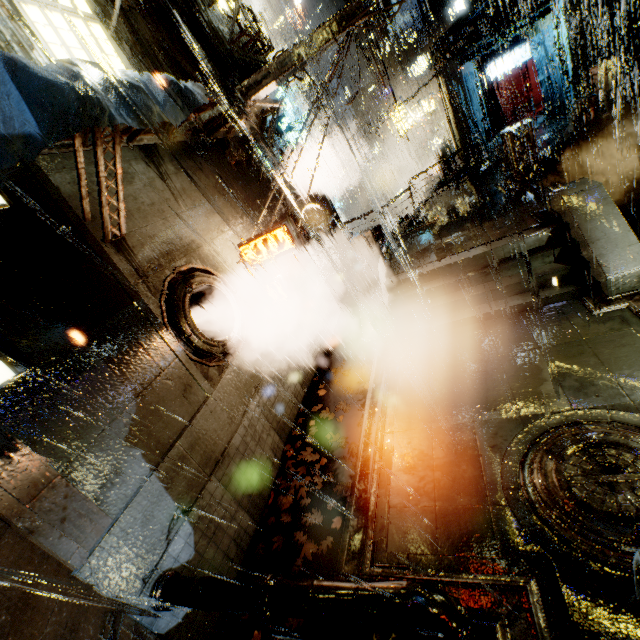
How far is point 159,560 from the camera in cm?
546

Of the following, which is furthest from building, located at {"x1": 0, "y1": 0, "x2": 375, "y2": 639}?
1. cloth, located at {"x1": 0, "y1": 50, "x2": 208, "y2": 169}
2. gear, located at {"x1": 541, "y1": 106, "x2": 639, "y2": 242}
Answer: gear, located at {"x1": 541, "y1": 106, "x2": 639, "y2": 242}

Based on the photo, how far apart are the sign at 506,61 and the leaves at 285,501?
27.6 meters

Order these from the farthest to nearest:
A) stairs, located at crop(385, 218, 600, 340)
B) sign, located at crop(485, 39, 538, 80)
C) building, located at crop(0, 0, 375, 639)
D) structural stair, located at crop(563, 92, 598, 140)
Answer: sign, located at crop(485, 39, 538, 80)
structural stair, located at crop(563, 92, 598, 140)
stairs, located at crop(385, 218, 600, 340)
building, located at crop(0, 0, 375, 639)

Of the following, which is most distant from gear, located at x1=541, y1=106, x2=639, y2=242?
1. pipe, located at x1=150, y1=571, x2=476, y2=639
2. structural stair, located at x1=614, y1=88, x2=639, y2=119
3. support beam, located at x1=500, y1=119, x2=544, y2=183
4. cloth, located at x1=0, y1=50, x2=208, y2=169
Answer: cloth, located at x1=0, y1=50, x2=208, y2=169

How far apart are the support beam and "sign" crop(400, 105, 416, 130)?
14.28m

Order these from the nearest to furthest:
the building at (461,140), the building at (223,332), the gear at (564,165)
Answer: the building at (223,332)
the gear at (564,165)
the building at (461,140)

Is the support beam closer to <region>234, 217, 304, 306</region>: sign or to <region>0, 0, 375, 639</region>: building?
<region>0, 0, 375, 639</region>: building
